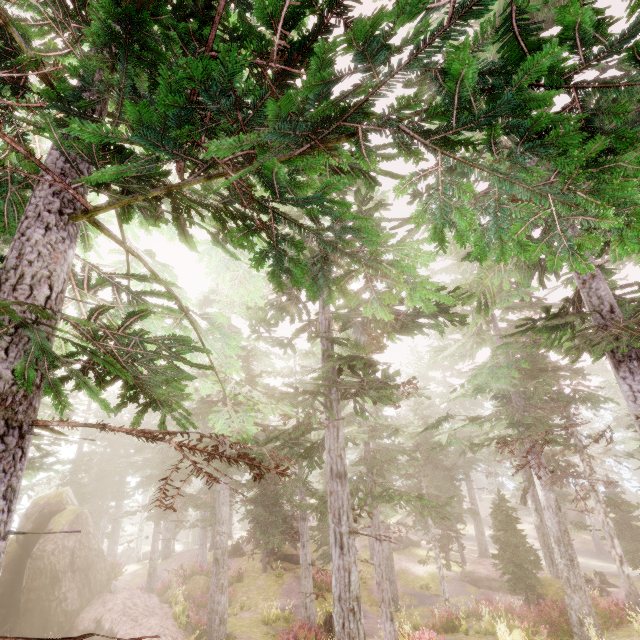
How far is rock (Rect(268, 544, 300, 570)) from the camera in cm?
2702

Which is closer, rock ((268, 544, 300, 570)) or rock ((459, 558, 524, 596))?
rock ((459, 558, 524, 596))

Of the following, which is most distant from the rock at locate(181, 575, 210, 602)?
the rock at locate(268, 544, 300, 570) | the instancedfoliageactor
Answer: the rock at locate(268, 544, 300, 570)

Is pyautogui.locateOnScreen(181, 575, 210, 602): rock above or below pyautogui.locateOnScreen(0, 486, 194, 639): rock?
below

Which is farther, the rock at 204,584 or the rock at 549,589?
the rock at 204,584

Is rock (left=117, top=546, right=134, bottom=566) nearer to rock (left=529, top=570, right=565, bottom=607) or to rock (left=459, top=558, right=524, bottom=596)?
rock (left=459, top=558, right=524, bottom=596)

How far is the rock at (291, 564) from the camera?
27.02m

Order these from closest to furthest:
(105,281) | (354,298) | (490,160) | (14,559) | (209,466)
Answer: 1. (354,298)
2. (105,281)
3. (490,160)
4. (14,559)
5. (209,466)
